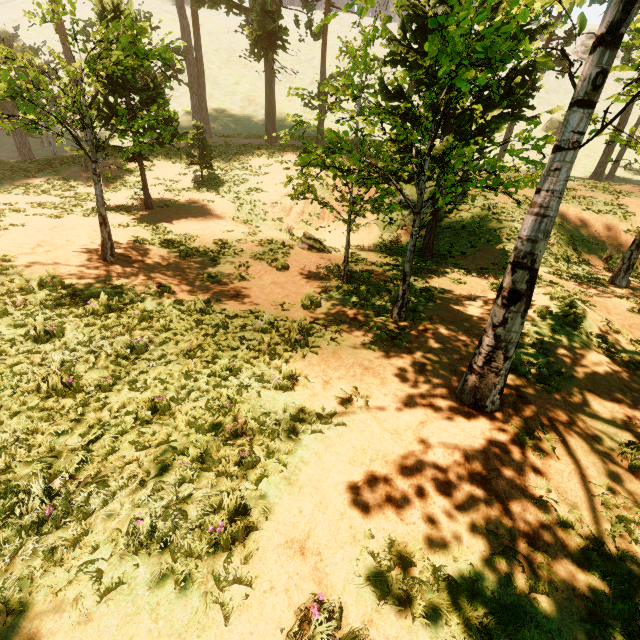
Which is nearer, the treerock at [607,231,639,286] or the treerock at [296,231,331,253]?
the treerock at [607,231,639,286]

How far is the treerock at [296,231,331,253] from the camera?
15.05m

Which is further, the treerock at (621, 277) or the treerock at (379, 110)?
the treerock at (621, 277)

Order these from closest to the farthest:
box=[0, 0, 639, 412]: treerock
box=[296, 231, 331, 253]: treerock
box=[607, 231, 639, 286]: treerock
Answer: box=[0, 0, 639, 412]: treerock
box=[607, 231, 639, 286]: treerock
box=[296, 231, 331, 253]: treerock

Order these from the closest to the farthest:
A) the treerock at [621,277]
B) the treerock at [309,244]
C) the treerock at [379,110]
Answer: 1. the treerock at [379,110]
2. the treerock at [621,277]
3. the treerock at [309,244]

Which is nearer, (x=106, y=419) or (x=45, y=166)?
(x=106, y=419)
